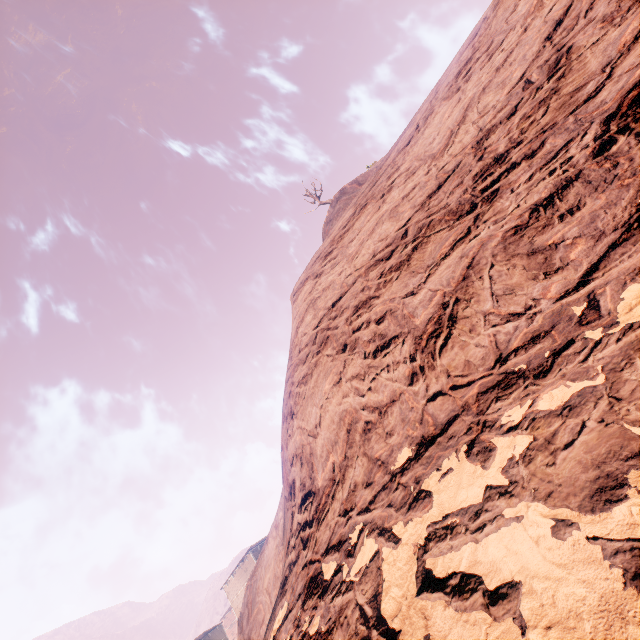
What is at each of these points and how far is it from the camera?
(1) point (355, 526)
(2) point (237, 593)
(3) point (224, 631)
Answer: (1) z, 3.52m
(2) building, 40.59m
(3) building, 56.97m

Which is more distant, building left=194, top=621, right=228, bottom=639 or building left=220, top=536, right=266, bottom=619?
building left=194, top=621, right=228, bottom=639

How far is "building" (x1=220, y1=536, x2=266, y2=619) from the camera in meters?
39.8

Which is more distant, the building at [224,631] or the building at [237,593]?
the building at [224,631]

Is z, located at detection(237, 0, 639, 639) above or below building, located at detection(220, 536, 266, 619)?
below

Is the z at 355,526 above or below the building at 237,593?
below

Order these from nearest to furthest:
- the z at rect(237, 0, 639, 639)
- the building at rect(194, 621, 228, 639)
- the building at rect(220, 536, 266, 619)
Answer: the z at rect(237, 0, 639, 639)
the building at rect(220, 536, 266, 619)
the building at rect(194, 621, 228, 639)
